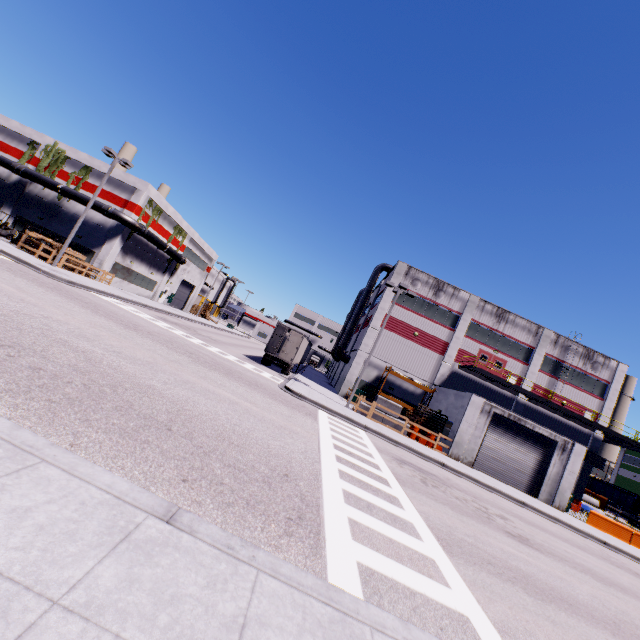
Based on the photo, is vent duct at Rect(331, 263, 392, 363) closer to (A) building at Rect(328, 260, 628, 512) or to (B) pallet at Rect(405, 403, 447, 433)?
(A) building at Rect(328, 260, 628, 512)

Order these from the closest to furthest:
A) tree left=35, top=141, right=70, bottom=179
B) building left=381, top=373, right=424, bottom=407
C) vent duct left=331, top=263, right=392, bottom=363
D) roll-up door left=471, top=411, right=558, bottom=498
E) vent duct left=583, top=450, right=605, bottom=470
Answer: roll-up door left=471, top=411, right=558, bottom=498
vent duct left=583, top=450, right=605, bottom=470
building left=381, top=373, right=424, bottom=407
tree left=35, top=141, right=70, bottom=179
vent duct left=331, top=263, right=392, bottom=363

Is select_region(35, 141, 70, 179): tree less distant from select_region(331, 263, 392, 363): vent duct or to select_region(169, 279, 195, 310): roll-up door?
select_region(169, 279, 195, 310): roll-up door

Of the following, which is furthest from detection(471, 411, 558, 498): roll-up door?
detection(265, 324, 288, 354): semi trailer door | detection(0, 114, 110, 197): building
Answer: detection(265, 324, 288, 354): semi trailer door

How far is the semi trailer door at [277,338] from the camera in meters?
27.3

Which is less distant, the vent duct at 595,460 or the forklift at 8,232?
the forklift at 8,232

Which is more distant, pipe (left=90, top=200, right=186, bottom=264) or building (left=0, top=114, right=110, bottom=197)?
building (left=0, top=114, right=110, bottom=197)

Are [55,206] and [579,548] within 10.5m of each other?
no
